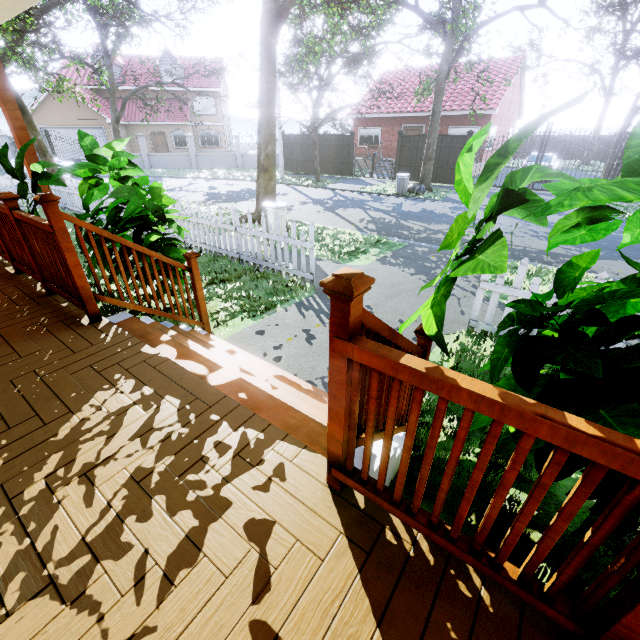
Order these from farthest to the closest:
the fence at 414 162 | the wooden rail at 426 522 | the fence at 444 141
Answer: the fence at 414 162
the fence at 444 141
the wooden rail at 426 522

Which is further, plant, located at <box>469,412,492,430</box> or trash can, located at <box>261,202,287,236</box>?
trash can, located at <box>261,202,287,236</box>

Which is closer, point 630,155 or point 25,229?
point 630,155

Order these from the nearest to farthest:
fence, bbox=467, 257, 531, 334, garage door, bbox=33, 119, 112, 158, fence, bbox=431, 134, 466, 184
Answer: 1. fence, bbox=467, 257, 531, 334
2. fence, bbox=431, 134, 466, 184
3. garage door, bbox=33, 119, 112, 158

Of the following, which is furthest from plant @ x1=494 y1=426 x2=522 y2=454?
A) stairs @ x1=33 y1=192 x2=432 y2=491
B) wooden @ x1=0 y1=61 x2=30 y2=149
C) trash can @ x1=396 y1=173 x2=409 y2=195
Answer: trash can @ x1=396 y1=173 x2=409 y2=195

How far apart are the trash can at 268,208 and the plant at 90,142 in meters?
3.1 m

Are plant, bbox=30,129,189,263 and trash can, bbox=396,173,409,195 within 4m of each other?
no

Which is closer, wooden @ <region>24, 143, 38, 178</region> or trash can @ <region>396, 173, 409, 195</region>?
wooden @ <region>24, 143, 38, 178</region>
